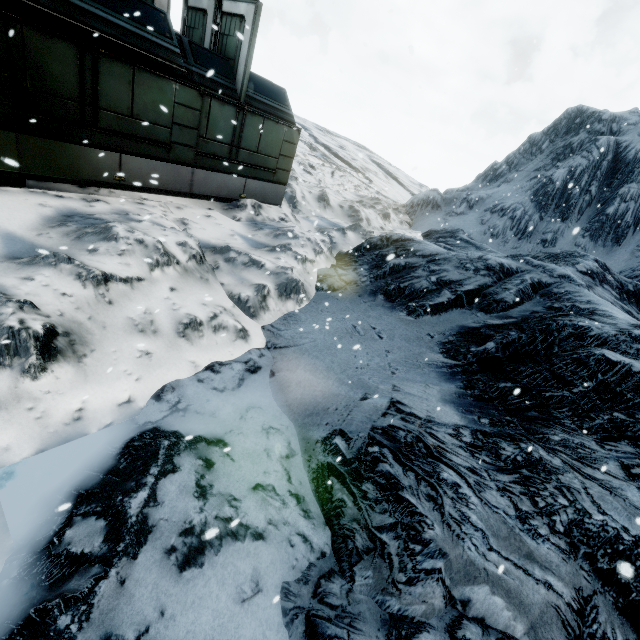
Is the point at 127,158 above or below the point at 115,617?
above
